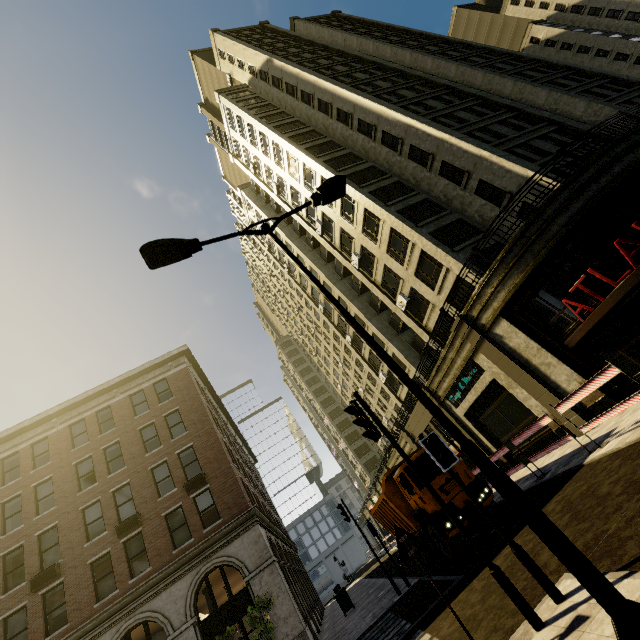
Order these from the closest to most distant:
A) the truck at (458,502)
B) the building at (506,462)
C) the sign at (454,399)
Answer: the truck at (458,502) < the sign at (454,399) < the building at (506,462)

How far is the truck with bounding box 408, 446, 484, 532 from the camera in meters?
11.0 m

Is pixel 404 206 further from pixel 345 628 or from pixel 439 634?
pixel 345 628

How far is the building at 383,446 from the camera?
35.0m

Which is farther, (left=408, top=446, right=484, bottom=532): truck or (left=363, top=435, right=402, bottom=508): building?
(left=363, top=435, right=402, bottom=508): building

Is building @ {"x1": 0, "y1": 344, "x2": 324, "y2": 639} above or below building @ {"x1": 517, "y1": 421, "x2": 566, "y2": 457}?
above

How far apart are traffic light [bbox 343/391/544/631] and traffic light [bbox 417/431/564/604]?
0.3 meters

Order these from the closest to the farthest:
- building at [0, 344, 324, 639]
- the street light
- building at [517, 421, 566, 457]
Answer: the street light, building at [517, 421, 566, 457], building at [0, 344, 324, 639]
